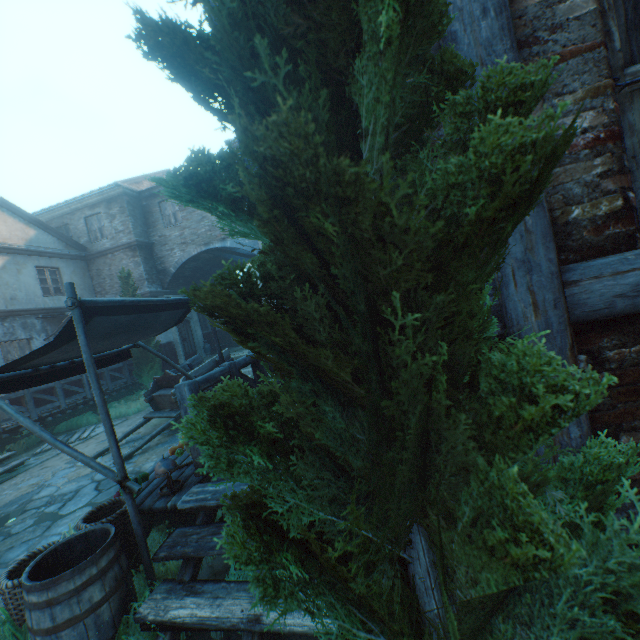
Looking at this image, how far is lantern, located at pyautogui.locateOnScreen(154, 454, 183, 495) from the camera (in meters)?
3.70

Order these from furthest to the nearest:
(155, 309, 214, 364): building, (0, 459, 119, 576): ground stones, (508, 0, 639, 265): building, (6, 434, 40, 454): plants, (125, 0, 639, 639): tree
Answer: (155, 309, 214, 364): building, (6, 434, 40, 454): plants, (0, 459, 119, 576): ground stones, (508, 0, 639, 265): building, (125, 0, 639, 639): tree

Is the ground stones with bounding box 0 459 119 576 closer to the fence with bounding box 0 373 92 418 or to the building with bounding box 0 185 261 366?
the building with bounding box 0 185 261 366

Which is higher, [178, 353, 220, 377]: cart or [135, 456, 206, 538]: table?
[178, 353, 220, 377]: cart

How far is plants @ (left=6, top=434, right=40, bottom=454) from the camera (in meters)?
10.12

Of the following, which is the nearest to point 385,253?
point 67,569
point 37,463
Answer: point 67,569

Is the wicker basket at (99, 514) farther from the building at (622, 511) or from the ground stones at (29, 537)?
the building at (622, 511)

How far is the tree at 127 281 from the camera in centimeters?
1453cm
